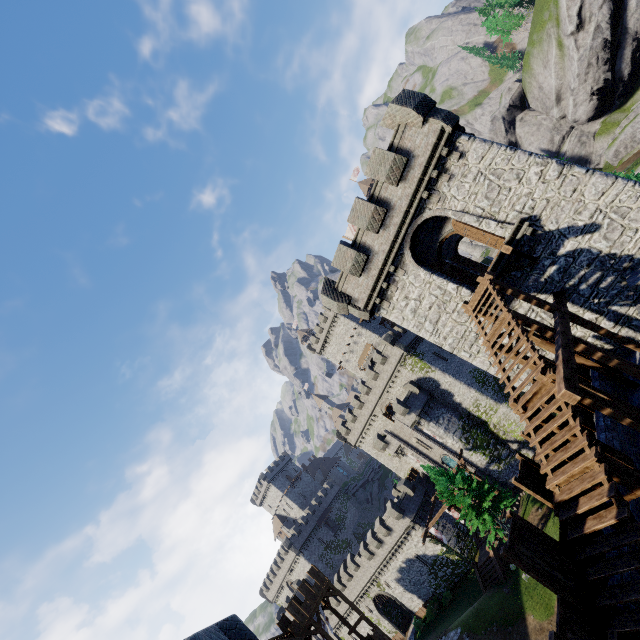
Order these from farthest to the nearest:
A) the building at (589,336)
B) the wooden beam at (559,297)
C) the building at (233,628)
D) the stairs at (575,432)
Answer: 1. the building at (589,336)
2. the wooden beam at (559,297)
3. the stairs at (575,432)
4. the building at (233,628)

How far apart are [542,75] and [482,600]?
80.3 meters

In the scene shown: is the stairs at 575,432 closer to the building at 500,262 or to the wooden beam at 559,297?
the wooden beam at 559,297

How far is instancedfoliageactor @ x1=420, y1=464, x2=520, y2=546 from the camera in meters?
29.0

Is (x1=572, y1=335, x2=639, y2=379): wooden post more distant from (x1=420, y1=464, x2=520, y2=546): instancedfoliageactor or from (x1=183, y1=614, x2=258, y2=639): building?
(x1=420, y1=464, x2=520, y2=546): instancedfoliageactor

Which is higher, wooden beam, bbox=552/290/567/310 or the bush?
wooden beam, bbox=552/290/567/310

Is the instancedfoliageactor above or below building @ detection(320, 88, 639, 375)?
below

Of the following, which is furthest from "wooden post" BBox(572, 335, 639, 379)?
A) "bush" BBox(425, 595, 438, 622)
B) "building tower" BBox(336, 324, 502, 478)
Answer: "bush" BBox(425, 595, 438, 622)
